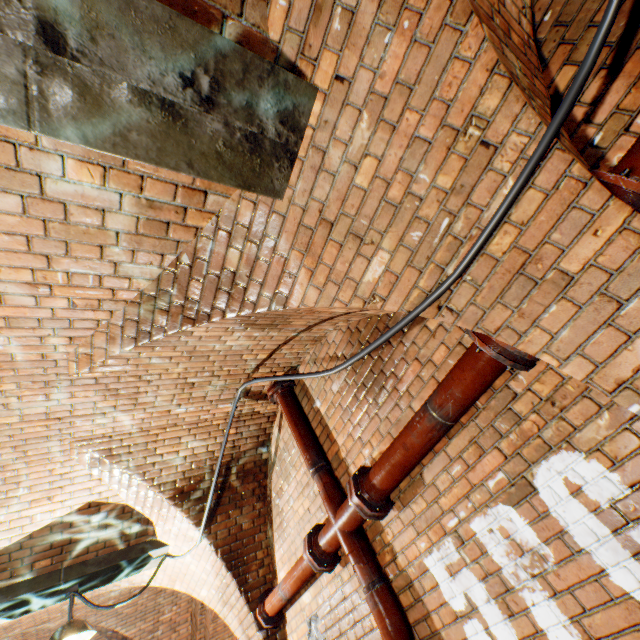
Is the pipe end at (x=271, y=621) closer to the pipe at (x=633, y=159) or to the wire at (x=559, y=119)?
the wire at (x=559, y=119)

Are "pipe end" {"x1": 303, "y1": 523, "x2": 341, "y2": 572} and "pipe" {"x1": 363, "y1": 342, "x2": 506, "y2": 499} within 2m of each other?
yes

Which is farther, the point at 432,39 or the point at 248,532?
the point at 248,532

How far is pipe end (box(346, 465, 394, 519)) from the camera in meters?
2.4 m

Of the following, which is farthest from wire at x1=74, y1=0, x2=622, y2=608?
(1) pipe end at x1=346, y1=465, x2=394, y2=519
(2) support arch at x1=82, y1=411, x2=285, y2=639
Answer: (1) pipe end at x1=346, y1=465, x2=394, y2=519

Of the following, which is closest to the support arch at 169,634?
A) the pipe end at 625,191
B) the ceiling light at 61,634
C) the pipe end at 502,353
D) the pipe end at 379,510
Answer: the ceiling light at 61,634

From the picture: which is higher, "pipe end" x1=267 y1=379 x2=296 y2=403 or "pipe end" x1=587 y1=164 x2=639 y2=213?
"pipe end" x1=267 y1=379 x2=296 y2=403

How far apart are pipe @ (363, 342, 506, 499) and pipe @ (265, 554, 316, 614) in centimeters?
117cm
